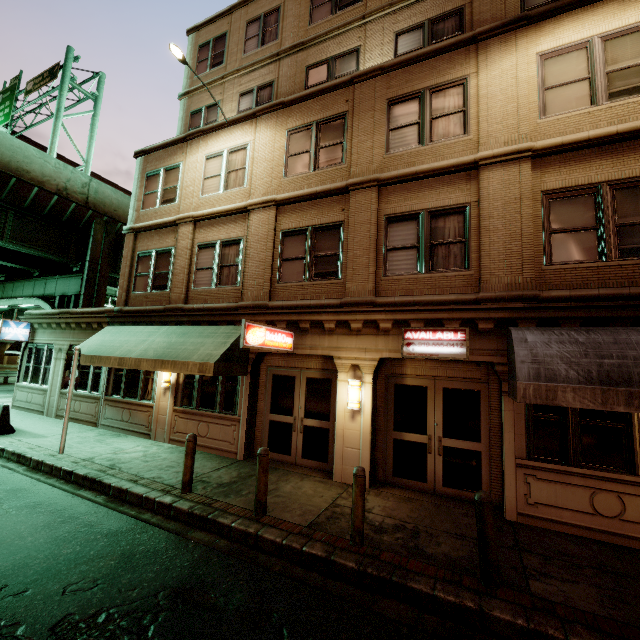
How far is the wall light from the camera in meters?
8.2 m

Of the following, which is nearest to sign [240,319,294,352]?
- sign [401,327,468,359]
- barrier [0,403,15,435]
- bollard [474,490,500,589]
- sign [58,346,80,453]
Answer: sign [401,327,468,359]

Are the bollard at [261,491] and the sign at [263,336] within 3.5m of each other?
yes

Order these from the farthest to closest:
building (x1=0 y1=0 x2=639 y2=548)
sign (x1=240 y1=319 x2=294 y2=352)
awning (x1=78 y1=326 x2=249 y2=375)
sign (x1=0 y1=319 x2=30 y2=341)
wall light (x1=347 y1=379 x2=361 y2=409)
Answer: sign (x1=0 y1=319 x2=30 y2=341), awning (x1=78 y1=326 x2=249 y2=375), wall light (x1=347 y1=379 x2=361 y2=409), sign (x1=240 y1=319 x2=294 y2=352), building (x1=0 y1=0 x2=639 y2=548)

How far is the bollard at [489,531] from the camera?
4.51m

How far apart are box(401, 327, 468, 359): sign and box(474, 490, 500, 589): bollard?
3.2 meters

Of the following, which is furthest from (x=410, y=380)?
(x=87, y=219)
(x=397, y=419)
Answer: (x=87, y=219)

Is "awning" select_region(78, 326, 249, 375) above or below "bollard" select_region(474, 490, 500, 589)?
above
